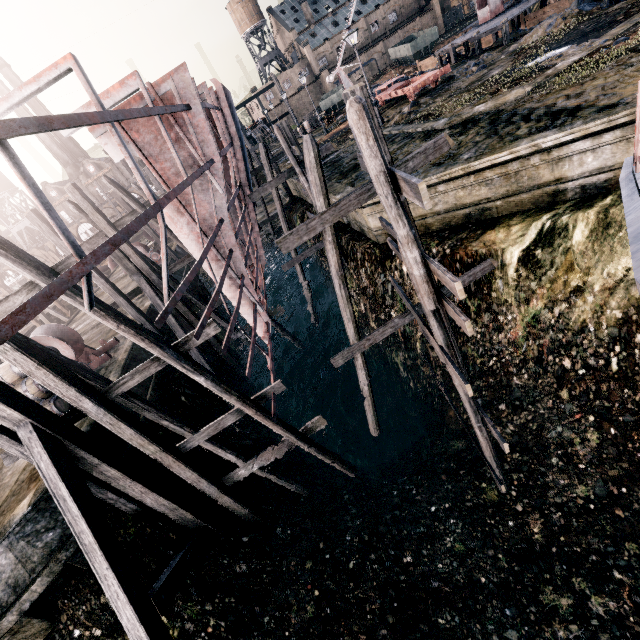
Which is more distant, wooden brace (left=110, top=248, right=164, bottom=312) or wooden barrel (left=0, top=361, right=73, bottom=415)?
wooden brace (left=110, top=248, right=164, bottom=312)

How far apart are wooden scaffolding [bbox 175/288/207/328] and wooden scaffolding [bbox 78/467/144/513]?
8.30m

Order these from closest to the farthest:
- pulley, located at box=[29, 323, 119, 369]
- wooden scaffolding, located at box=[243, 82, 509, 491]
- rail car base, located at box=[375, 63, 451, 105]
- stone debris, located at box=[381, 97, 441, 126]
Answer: wooden scaffolding, located at box=[243, 82, 509, 491]
pulley, located at box=[29, 323, 119, 369]
stone debris, located at box=[381, 97, 441, 126]
rail car base, located at box=[375, 63, 451, 105]

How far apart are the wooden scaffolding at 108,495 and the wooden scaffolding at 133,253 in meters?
8.3

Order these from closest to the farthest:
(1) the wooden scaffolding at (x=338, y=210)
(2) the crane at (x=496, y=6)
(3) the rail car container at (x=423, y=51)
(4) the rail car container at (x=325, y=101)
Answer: (1) the wooden scaffolding at (x=338, y=210) < (2) the crane at (x=496, y=6) < (4) the rail car container at (x=325, y=101) < (3) the rail car container at (x=423, y=51)

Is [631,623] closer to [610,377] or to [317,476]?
[610,377]

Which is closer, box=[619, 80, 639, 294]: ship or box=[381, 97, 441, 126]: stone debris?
box=[619, 80, 639, 294]: ship

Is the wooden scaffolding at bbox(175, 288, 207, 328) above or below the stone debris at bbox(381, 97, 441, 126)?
below
